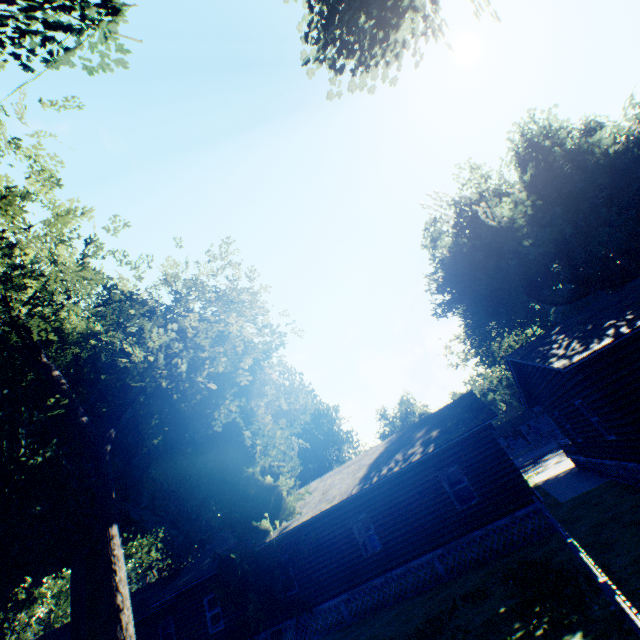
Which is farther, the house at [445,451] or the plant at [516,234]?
the plant at [516,234]

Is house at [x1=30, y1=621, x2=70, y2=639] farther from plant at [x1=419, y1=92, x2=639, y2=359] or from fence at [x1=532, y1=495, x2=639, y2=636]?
fence at [x1=532, y1=495, x2=639, y2=636]

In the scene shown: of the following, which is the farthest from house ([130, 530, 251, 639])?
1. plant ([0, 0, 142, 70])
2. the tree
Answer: the tree

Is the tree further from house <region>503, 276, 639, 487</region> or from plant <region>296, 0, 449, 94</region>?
house <region>503, 276, 639, 487</region>

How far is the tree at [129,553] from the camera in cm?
→ 4417

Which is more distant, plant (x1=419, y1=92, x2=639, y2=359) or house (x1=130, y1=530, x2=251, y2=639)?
plant (x1=419, y1=92, x2=639, y2=359)

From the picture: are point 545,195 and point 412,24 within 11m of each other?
no
